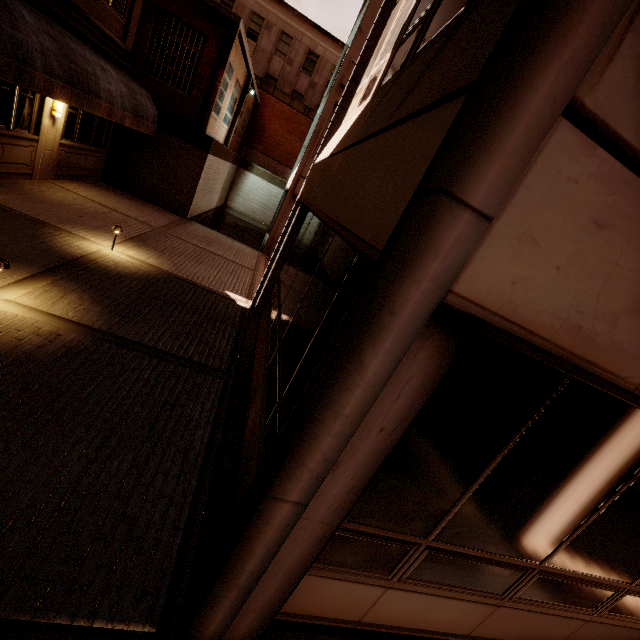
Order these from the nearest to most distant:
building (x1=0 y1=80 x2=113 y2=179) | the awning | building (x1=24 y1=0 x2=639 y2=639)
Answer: building (x1=24 y1=0 x2=639 y2=639), the awning, building (x1=0 y1=80 x2=113 y2=179)

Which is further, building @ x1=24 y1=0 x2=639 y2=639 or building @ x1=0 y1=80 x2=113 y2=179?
building @ x1=0 y1=80 x2=113 y2=179

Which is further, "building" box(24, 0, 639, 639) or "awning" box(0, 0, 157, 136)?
"awning" box(0, 0, 157, 136)

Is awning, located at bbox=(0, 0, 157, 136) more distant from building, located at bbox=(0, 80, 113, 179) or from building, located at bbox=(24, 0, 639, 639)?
building, located at bbox=(24, 0, 639, 639)

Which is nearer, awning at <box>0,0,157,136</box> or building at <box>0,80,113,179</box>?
awning at <box>0,0,157,136</box>

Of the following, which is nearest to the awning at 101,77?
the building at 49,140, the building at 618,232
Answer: the building at 49,140

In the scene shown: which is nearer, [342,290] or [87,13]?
[342,290]
